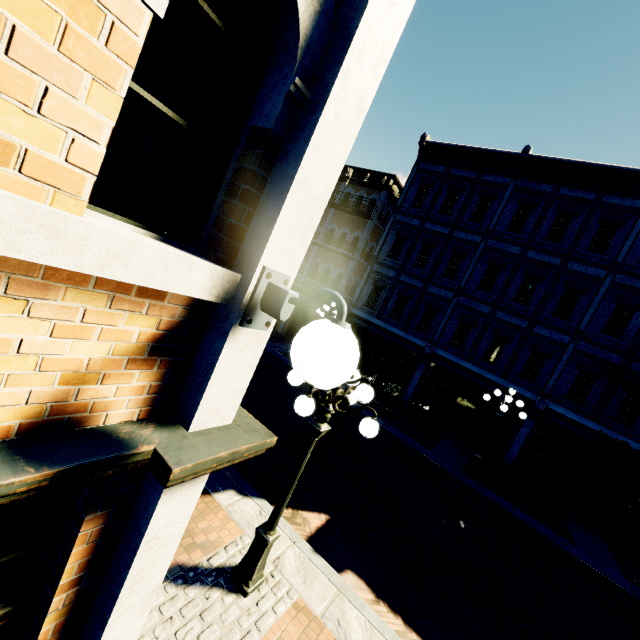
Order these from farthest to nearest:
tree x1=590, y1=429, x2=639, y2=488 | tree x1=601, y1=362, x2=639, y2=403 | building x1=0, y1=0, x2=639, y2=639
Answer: tree x1=601, y1=362, x2=639, y2=403
tree x1=590, y1=429, x2=639, y2=488
building x1=0, y1=0, x2=639, y2=639

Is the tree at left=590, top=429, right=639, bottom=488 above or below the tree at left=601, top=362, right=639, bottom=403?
below

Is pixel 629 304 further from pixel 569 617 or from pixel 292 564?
pixel 292 564

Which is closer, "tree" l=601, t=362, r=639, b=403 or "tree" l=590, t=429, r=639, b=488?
"tree" l=590, t=429, r=639, b=488

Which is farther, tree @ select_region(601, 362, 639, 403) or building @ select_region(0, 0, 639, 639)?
tree @ select_region(601, 362, 639, 403)

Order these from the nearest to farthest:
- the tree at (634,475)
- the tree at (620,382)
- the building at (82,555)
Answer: the building at (82,555)
the tree at (634,475)
the tree at (620,382)

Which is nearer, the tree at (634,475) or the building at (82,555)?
the building at (82,555)
